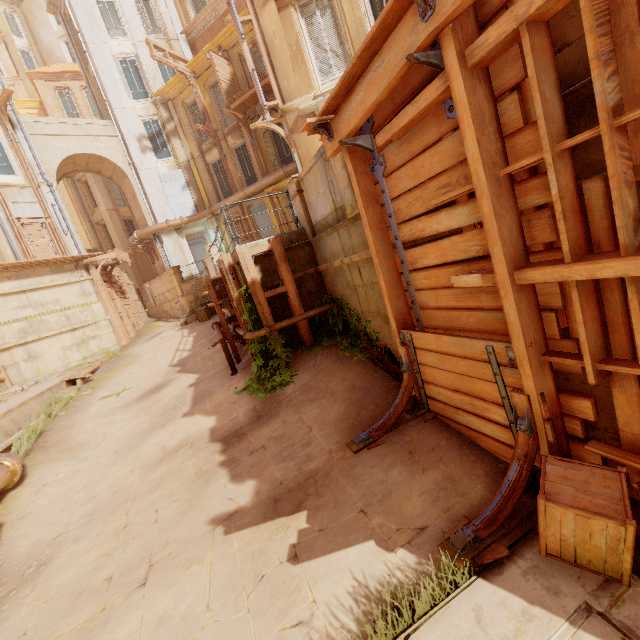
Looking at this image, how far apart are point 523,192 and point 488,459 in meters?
3.0 m

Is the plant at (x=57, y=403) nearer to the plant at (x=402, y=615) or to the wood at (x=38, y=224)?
the wood at (x=38, y=224)

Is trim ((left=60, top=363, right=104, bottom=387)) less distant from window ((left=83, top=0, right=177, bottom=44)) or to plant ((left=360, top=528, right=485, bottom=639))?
plant ((left=360, top=528, right=485, bottom=639))

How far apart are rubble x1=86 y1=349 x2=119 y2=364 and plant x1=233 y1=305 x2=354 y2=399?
11.0 meters

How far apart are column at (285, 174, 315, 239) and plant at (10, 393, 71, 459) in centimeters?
894cm

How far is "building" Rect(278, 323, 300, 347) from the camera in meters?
7.7 m

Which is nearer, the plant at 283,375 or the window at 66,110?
the plant at 283,375

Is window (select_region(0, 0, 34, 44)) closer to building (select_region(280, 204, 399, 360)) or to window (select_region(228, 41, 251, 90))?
building (select_region(280, 204, 399, 360))
